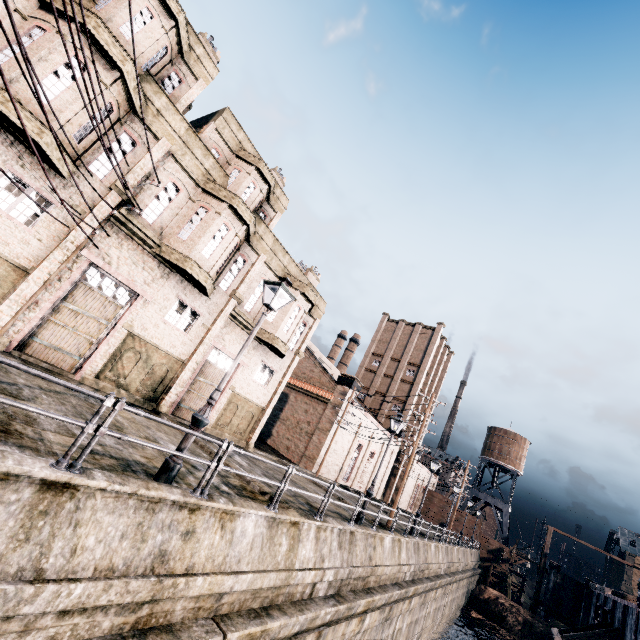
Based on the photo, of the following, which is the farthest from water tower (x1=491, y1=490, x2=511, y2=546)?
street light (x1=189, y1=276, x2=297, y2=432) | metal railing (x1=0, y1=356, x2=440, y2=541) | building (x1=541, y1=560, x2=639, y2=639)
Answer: street light (x1=189, y1=276, x2=297, y2=432)

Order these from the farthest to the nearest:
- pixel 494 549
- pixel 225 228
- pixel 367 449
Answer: pixel 494 549
pixel 367 449
pixel 225 228

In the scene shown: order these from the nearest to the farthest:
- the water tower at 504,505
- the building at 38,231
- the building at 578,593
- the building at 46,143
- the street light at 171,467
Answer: the street light at 171,467 < the building at 46,143 < the building at 38,231 < the building at 578,593 < the water tower at 504,505

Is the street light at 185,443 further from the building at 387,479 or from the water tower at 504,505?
the water tower at 504,505

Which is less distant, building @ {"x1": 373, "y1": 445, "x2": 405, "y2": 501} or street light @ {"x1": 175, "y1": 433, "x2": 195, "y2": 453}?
street light @ {"x1": 175, "y1": 433, "x2": 195, "y2": 453}

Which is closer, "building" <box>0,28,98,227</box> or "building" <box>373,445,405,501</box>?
"building" <box>0,28,98,227</box>

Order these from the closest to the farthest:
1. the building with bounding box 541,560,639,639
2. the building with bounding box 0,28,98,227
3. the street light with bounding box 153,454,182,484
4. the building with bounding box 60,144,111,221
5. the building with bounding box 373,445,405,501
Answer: the street light with bounding box 153,454,182,484, the building with bounding box 0,28,98,227, the building with bounding box 60,144,111,221, the building with bounding box 541,560,639,639, the building with bounding box 373,445,405,501

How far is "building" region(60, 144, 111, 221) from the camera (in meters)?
12.15
